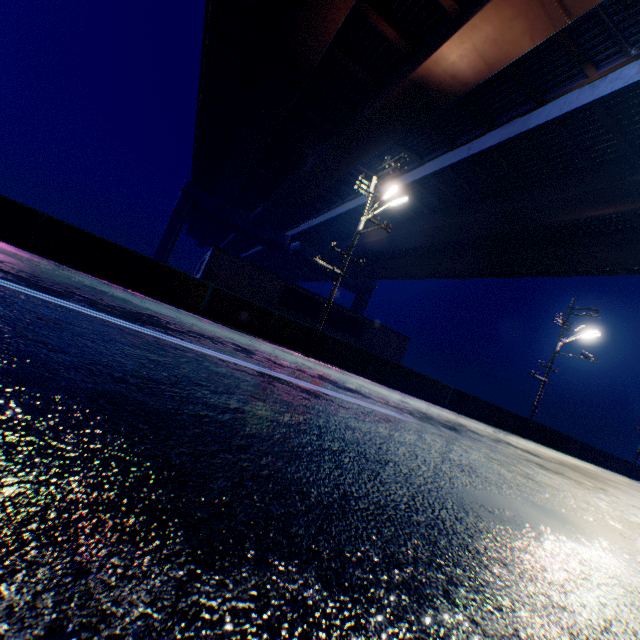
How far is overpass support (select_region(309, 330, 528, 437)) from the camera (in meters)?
14.94

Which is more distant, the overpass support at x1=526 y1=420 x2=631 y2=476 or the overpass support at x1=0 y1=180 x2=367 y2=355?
the overpass support at x1=526 y1=420 x2=631 y2=476

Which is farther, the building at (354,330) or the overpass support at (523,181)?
the building at (354,330)

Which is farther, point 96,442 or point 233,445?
point 233,445

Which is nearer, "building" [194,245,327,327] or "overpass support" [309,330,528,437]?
"overpass support" [309,330,528,437]

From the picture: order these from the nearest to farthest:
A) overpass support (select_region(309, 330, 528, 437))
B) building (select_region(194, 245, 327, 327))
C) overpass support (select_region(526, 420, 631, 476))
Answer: overpass support (select_region(309, 330, 528, 437)), overpass support (select_region(526, 420, 631, 476)), building (select_region(194, 245, 327, 327))

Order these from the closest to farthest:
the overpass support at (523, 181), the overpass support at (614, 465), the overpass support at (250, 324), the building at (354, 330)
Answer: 1. the overpass support at (250, 324)
2. the overpass support at (523, 181)
3. the overpass support at (614, 465)
4. the building at (354, 330)
